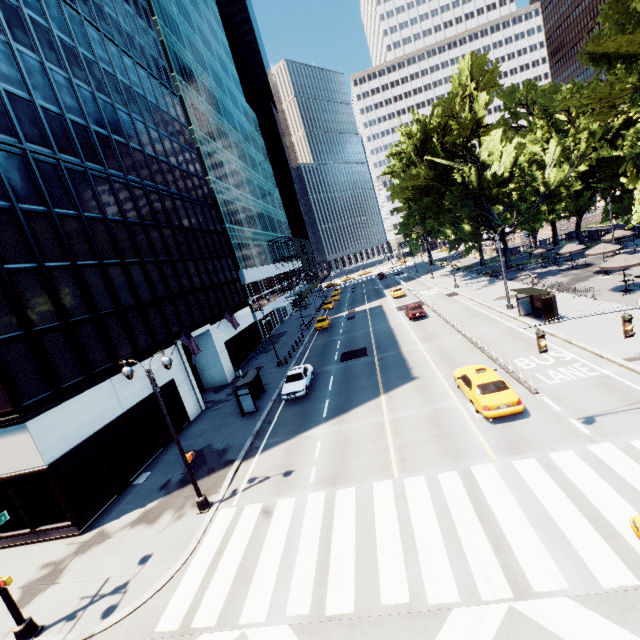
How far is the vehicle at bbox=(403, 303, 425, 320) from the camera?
34.62m

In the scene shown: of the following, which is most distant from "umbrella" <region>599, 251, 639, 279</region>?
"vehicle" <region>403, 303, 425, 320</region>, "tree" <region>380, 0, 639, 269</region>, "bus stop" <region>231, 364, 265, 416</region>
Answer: "bus stop" <region>231, 364, 265, 416</region>

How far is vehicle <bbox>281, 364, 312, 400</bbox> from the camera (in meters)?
23.30

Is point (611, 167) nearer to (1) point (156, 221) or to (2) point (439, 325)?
(2) point (439, 325)

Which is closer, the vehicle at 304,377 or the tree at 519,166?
the tree at 519,166

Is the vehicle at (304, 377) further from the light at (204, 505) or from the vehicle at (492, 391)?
the vehicle at (492, 391)

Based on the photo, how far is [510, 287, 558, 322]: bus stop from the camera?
22.8 meters

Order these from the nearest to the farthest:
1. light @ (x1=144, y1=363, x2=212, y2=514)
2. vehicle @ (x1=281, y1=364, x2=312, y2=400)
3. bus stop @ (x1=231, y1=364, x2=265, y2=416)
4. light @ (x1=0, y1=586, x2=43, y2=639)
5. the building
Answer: light @ (x1=0, y1=586, x2=43, y2=639), light @ (x1=144, y1=363, x2=212, y2=514), the building, bus stop @ (x1=231, y1=364, x2=265, y2=416), vehicle @ (x1=281, y1=364, x2=312, y2=400)
